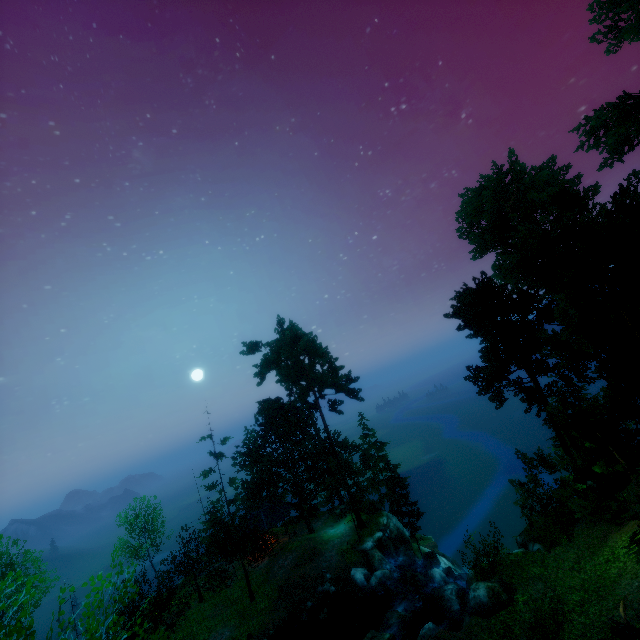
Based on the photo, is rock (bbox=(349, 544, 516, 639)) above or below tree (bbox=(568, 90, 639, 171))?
below

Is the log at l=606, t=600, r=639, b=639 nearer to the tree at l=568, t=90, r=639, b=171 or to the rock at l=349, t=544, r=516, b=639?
the tree at l=568, t=90, r=639, b=171

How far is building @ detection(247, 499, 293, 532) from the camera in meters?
34.6

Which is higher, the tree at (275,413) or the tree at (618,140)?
the tree at (618,140)

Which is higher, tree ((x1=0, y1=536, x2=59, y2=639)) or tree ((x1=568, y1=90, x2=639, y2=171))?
tree ((x1=568, y1=90, x2=639, y2=171))

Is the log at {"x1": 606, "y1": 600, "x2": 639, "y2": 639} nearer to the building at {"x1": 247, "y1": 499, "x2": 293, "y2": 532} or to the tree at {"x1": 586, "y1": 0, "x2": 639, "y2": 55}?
the tree at {"x1": 586, "y1": 0, "x2": 639, "y2": 55}

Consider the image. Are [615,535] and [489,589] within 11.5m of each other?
yes

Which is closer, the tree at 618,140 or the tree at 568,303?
the tree at 568,303
